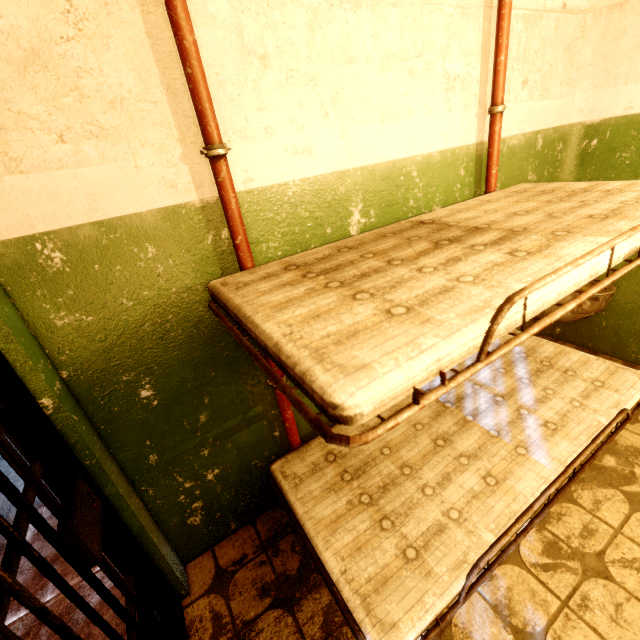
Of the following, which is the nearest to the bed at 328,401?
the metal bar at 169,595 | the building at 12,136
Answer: the building at 12,136

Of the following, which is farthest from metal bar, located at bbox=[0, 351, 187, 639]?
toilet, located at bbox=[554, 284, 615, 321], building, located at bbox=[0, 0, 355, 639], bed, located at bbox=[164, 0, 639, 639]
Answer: toilet, located at bbox=[554, 284, 615, 321]

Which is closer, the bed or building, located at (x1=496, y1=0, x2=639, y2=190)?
the bed

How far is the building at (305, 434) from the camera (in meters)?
1.85

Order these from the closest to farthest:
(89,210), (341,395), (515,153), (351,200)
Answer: (341,395) → (89,210) → (351,200) → (515,153)

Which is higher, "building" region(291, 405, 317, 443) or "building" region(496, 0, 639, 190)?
"building" region(496, 0, 639, 190)

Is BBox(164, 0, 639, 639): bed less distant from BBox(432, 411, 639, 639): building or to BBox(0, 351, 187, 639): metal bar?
BBox(432, 411, 639, 639): building

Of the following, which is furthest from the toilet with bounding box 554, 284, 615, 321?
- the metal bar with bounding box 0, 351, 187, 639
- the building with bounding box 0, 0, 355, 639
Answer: the metal bar with bounding box 0, 351, 187, 639
